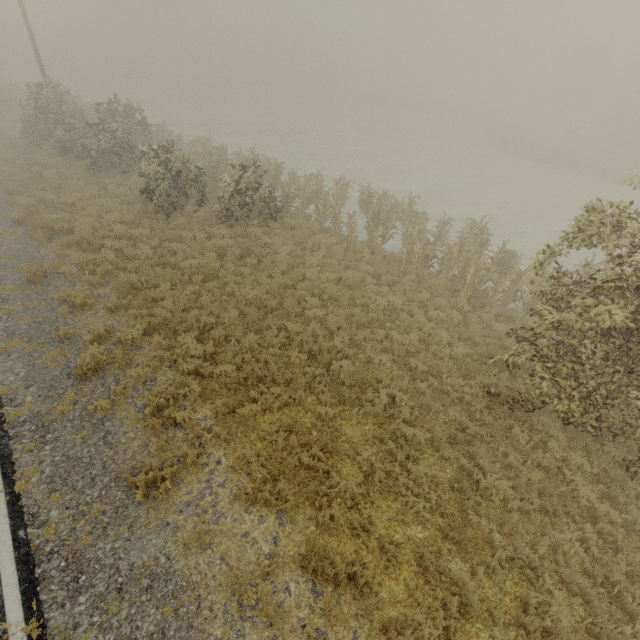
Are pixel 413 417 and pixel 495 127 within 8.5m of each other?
no
